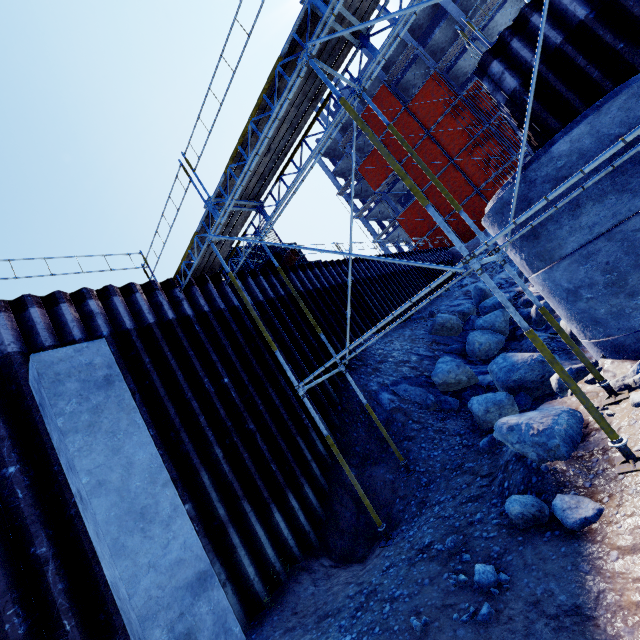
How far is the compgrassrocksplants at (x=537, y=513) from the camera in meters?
3.7

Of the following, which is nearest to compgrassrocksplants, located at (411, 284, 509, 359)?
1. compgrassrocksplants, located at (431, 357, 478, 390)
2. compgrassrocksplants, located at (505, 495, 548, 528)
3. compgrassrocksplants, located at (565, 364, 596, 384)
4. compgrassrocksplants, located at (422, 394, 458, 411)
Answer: compgrassrocksplants, located at (431, 357, 478, 390)

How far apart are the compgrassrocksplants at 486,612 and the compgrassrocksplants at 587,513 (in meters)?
1.17

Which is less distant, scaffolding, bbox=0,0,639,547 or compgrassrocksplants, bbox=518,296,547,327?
scaffolding, bbox=0,0,639,547

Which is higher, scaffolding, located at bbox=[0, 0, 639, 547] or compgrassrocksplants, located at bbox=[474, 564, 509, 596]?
scaffolding, located at bbox=[0, 0, 639, 547]

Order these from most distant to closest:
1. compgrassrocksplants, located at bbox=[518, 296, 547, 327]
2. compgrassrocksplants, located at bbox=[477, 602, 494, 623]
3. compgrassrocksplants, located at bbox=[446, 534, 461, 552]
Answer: compgrassrocksplants, located at bbox=[518, 296, 547, 327]
compgrassrocksplants, located at bbox=[446, 534, 461, 552]
compgrassrocksplants, located at bbox=[477, 602, 494, 623]

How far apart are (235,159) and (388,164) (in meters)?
34.24

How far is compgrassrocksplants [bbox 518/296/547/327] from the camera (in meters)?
10.35
